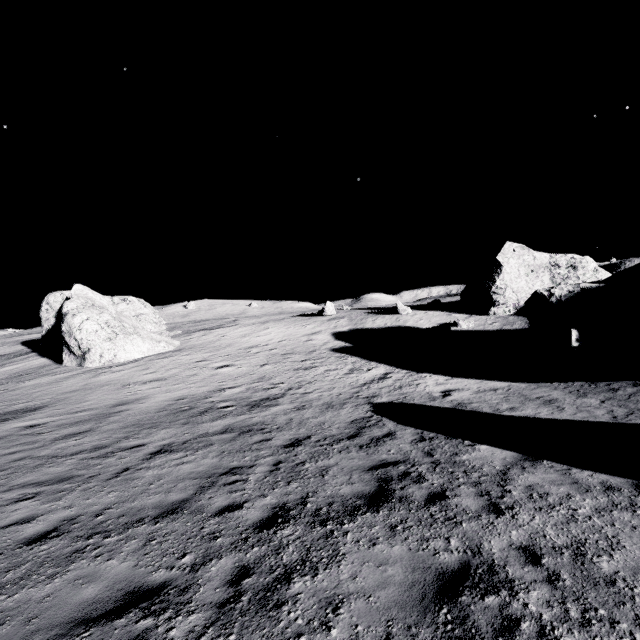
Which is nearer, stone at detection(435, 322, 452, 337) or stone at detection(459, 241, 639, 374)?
stone at detection(459, 241, 639, 374)

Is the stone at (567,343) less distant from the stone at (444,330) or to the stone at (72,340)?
the stone at (444,330)

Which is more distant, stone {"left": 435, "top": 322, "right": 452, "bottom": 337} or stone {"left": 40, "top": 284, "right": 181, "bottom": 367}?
stone {"left": 435, "top": 322, "right": 452, "bottom": 337}

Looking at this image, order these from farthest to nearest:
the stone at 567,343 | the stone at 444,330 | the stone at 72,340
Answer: the stone at 444,330 < the stone at 72,340 < the stone at 567,343

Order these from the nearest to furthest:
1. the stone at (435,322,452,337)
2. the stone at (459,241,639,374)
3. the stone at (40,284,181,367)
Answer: the stone at (459,241,639,374) < the stone at (40,284,181,367) < the stone at (435,322,452,337)

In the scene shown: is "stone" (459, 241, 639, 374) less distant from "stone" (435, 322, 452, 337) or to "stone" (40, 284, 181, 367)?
"stone" (435, 322, 452, 337)

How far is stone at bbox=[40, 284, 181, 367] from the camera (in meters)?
26.92

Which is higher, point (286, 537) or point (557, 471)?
point (286, 537)
